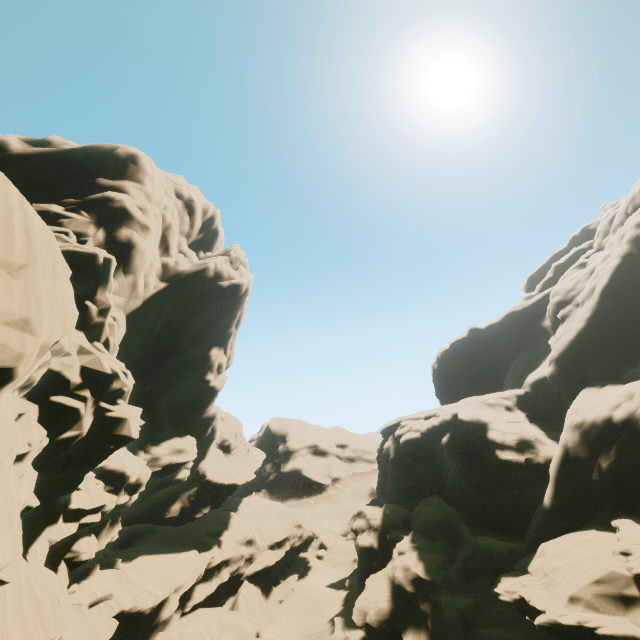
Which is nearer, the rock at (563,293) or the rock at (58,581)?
the rock at (58,581)

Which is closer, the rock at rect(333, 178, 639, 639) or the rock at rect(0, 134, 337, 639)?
the rock at rect(0, 134, 337, 639)

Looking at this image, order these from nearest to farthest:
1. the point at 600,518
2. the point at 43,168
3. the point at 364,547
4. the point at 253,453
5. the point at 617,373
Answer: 1. the point at 600,518
2. the point at 43,168
3. the point at 617,373
4. the point at 364,547
5. the point at 253,453
